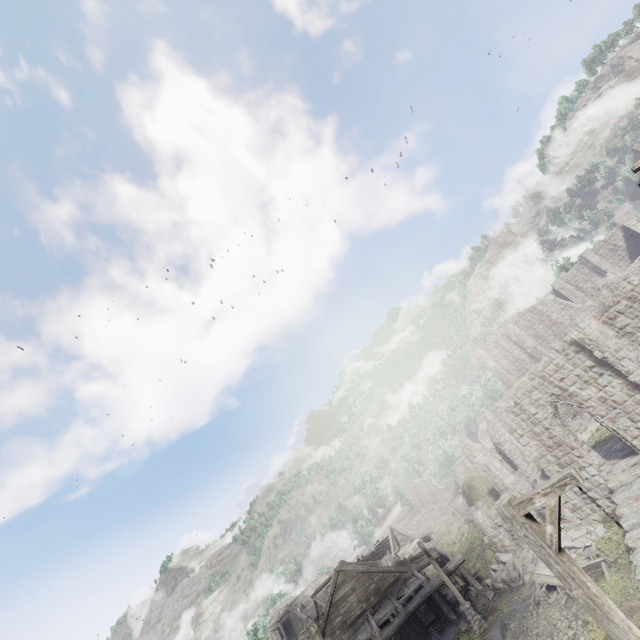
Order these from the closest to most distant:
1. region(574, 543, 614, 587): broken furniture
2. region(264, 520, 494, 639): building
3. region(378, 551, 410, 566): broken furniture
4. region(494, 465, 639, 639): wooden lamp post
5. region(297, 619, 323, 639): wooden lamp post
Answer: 1. region(494, 465, 639, 639): wooden lamp post
2. region(297, 619, 323, 639): wooden lamp post
3. region(574, 543, 614, 587): broken furniture
4. region(264, 520, 494, 639): building
5. region(378, 551, 410, 566): broken furniture

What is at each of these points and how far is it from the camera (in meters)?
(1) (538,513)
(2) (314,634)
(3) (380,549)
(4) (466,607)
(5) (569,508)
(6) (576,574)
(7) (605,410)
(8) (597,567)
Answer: (1) building, 19.50
(2) wooden lamp post, 10.94
(3) wooden plank rubble, 46.91
(4) wooden lamp post, 18.09
(5) building, 18.27
(6) wooden lamp post, 4.86
(7) building, 16.44
(8) broken furniture, 14.20

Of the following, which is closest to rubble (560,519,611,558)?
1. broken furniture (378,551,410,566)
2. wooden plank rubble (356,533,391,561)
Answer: broken furniture (378,551,410,566)

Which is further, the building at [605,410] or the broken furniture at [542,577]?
the building at [605,410]

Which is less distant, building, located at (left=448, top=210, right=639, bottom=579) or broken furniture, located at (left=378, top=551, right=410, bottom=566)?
building, located at (left=448, top=210, right=639, bottom=579)

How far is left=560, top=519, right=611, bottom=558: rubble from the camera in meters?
16.2 m

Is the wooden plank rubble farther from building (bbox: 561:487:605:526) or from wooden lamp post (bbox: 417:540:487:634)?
wooden lamp post (bbox: 417:540:487:634)

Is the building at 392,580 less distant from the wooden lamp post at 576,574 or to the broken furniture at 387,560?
the broken furniture at 387,560
